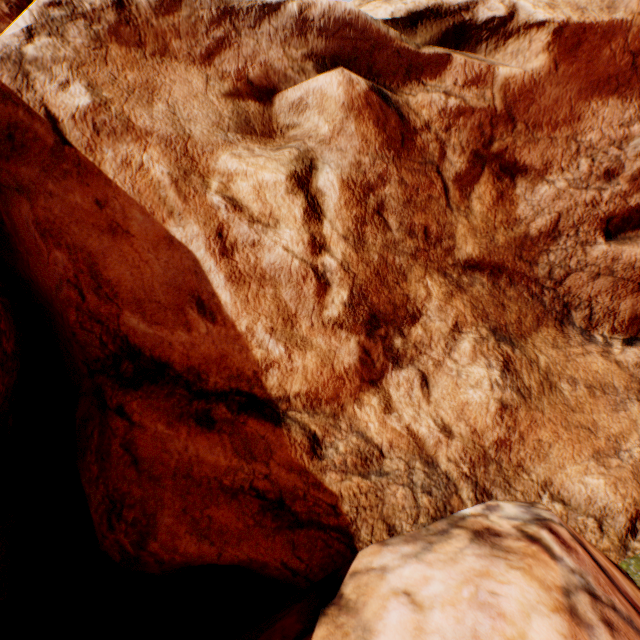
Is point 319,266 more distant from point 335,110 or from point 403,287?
point 335,110
